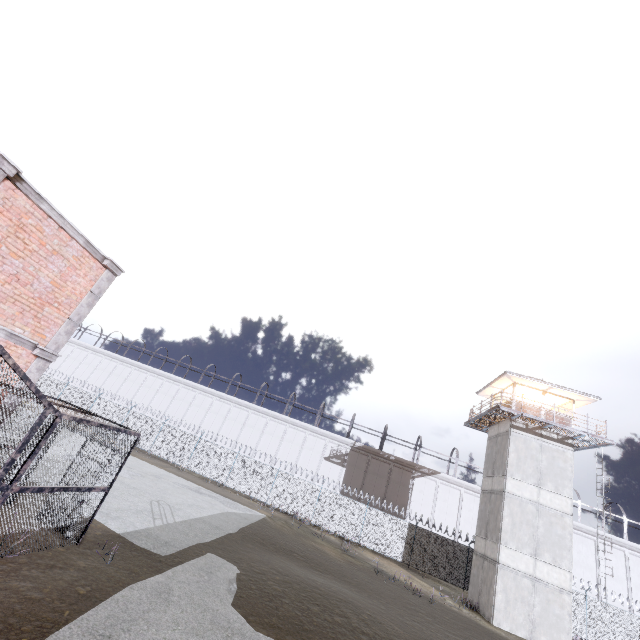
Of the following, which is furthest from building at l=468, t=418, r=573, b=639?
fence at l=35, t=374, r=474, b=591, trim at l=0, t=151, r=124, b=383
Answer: trim at l=0, t=151, r=124, b=383

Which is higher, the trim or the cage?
the trim

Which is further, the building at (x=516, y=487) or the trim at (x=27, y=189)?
the building at (x=516, y=487)

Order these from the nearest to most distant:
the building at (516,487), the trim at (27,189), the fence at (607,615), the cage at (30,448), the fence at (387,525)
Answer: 1. the cage at (30,448)
2. the trim at (27,189)
3. the building at (516,487)
4. the fence at (607,615)
5. the fence at (387,525)

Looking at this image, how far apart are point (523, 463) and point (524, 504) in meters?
2.5

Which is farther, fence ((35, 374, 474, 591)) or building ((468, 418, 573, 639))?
fence ((35, 374, 474, 591))

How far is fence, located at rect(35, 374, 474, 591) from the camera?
24.42m

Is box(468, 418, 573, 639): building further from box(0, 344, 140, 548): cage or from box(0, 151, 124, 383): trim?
box(0, 151, 124, 383): trim
